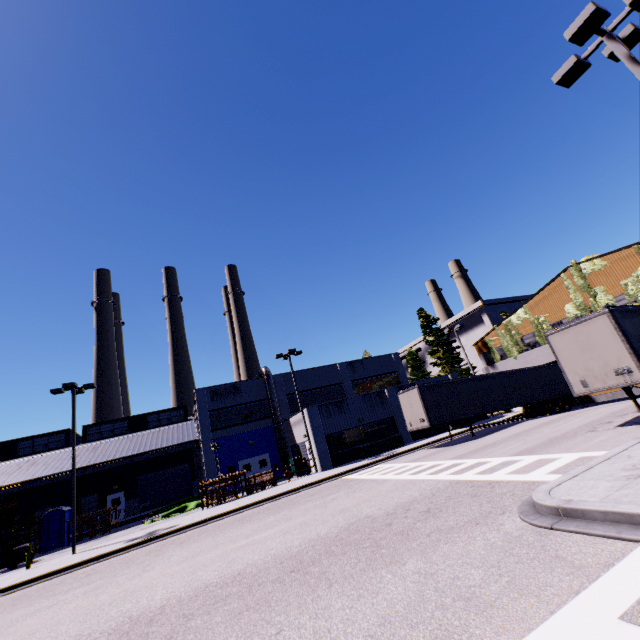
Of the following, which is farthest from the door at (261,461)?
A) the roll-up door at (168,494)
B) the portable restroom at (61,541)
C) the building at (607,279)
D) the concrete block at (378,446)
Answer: the portable restroom at (61,541)

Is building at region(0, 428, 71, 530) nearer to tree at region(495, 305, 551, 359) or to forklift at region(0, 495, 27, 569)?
tree at region(495, 305, 551, 359)

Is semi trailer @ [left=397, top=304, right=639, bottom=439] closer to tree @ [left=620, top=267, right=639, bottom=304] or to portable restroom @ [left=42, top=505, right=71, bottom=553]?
Result: tree @ [left=620, top=267, right=639, bottom=304]

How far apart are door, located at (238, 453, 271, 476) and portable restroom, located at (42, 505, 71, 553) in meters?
13.7

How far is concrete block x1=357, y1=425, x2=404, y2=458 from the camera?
25.8 meters

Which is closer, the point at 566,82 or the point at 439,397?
the point at 566,82

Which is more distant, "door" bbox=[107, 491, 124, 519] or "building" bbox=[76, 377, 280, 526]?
"door" bbox=[107, 491, 124, 519]

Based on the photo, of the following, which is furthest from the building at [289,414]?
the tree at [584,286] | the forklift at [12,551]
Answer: the forklift at [12,551]
